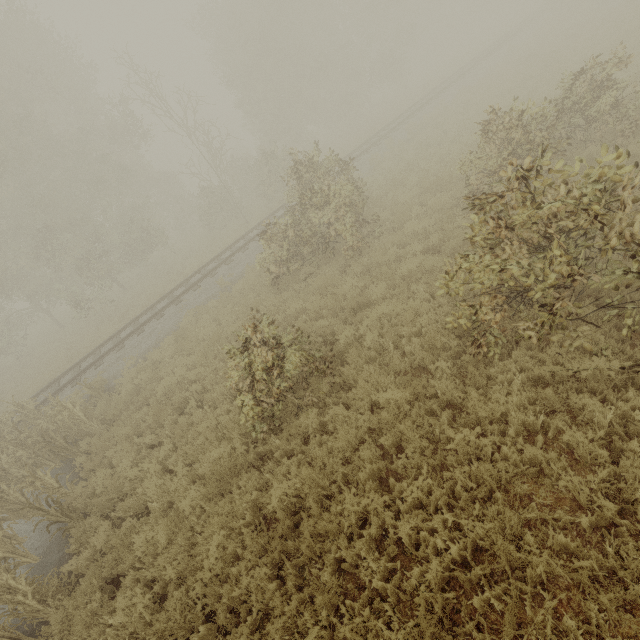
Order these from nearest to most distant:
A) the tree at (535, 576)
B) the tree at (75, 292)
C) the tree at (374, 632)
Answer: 1. the tree at (535, 576)
2. the tree at (374, 632)
3. the tree at (75, 292)

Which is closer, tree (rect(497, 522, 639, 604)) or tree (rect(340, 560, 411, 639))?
tree (rect(497, 522, 639, 604))

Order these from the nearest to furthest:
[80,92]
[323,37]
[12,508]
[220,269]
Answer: [12,508] < [220,269] < [80,92] < [323,37]

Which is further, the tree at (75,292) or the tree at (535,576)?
the tree at (75,292)

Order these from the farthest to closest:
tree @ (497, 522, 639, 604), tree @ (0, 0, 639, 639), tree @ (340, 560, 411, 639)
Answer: tree @ (0, 0, 639, 639)
tree @ (340, 560, 411, 639)
tree @ (497, 522, 639, 604)

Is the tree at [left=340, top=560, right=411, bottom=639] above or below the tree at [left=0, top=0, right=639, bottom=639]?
below
